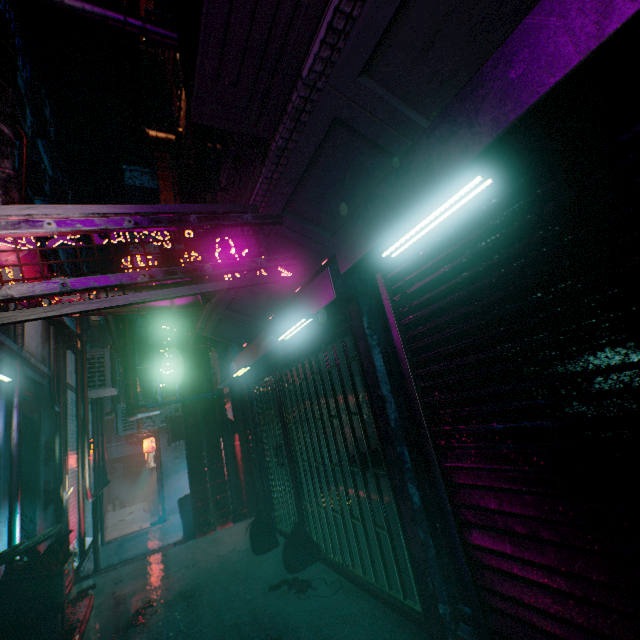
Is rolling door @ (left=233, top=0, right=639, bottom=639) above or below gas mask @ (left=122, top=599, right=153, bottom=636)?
above

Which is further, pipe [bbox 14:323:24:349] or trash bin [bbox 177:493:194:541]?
trash bin [bbox 177:493:194:541]

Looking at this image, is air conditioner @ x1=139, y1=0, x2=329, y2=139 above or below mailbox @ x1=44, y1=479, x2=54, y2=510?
above

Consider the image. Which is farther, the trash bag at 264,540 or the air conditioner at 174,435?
the air conditioner at 174,435

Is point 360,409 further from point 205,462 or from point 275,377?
point 205,462

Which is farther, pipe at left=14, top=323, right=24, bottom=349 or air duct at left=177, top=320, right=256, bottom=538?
air duct at left=177, top=320, right=256, bottom=538

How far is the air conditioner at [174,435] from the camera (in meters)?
9.58

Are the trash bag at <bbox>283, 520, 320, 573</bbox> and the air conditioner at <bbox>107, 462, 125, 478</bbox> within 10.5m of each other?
no
